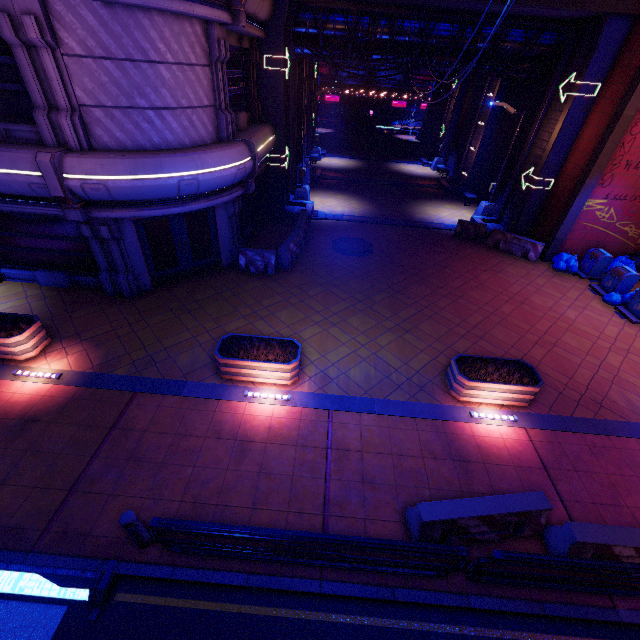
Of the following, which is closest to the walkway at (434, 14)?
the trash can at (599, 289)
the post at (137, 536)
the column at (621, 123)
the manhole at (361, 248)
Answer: the column at (621, 123)

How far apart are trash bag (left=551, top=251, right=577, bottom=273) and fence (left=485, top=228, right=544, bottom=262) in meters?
0.5 m

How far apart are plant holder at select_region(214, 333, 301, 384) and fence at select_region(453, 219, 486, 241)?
13.1 meters

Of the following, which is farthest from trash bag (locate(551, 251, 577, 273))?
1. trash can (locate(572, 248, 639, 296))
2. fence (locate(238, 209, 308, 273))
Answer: fence (locate(238, 209, 308, 273))

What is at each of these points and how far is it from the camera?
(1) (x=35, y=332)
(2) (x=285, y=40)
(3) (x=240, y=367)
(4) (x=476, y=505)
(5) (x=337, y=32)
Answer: (1) plant holder, 8.8m
(2) tunnel, 14.9m
(3) plant holder, 8.4m
(4) fence, 5.7m
(5) walkway, 15.8m

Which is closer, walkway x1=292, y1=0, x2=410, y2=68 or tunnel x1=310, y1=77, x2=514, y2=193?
walkway x1=292, y1=0, x2=410, y2=68

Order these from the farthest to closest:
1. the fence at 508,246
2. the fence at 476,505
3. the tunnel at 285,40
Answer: the fence at 508,246
the tunnel at 285,40
the fence at 476,505

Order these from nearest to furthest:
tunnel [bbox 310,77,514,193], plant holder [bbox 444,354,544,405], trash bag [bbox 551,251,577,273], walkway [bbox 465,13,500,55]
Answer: plant holder [bbox 444,354,544,405]
walkway [bbox 465,13,500,55]
trash bag [bbox 551,251,577,273]
tunnel [bbox 310,77,514,193]
